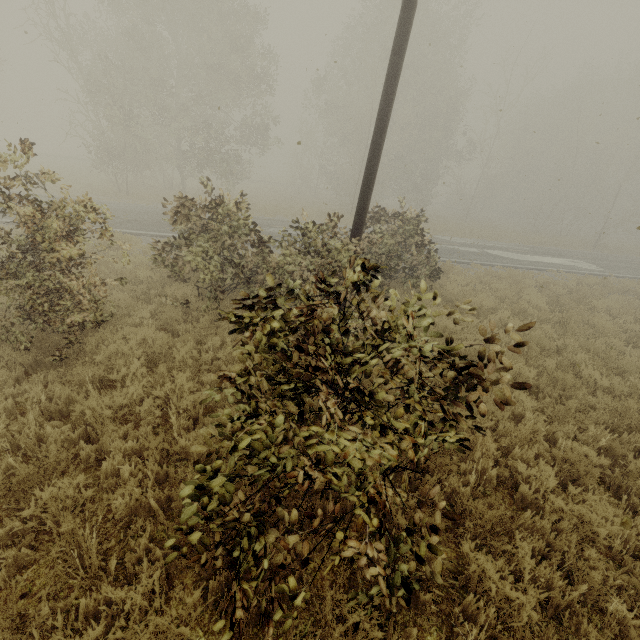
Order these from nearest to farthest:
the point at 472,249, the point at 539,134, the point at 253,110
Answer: the point at 472,249, the point at 539,134, the point at 253,110

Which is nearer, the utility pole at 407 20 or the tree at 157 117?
the tree at 157 117

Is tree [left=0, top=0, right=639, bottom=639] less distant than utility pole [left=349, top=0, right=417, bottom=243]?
Yes
